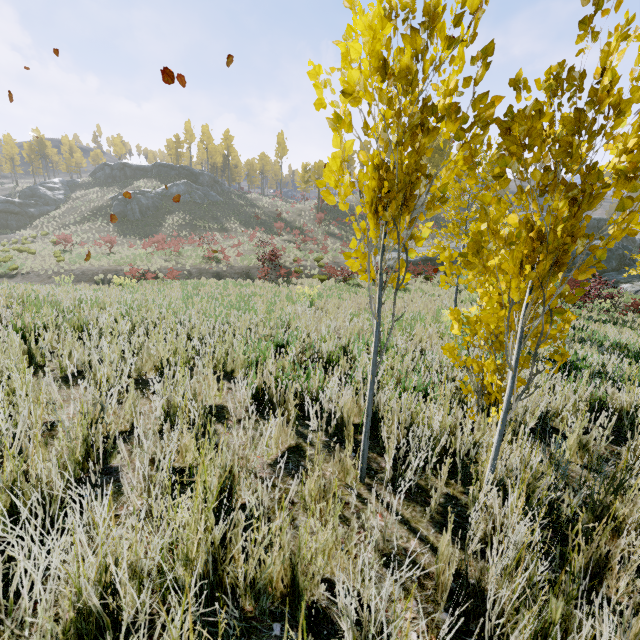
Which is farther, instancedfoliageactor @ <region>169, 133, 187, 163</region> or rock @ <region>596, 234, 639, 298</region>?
instancedfoliageactor @ <region>169, 133, 187, 163</region>

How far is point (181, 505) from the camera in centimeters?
124cm

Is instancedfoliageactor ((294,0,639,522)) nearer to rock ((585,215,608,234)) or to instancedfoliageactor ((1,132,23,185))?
rock ((585,215,608,234))

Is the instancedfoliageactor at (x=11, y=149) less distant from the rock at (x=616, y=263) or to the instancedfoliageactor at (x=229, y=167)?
the rock at (x=616, y=263)

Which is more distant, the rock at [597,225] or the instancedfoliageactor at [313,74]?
the rock at [597,225]

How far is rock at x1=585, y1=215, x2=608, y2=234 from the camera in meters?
38.7 m

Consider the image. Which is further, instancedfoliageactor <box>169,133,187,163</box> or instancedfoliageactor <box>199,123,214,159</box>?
instancedfoliageactor <box>199,123,214,159</box>

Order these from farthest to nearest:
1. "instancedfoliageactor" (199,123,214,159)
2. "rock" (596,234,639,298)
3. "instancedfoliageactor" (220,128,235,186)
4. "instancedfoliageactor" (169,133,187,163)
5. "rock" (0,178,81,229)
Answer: "instancedfoliageactor" (199,123,214,159)
"instancedfoliageactor" (169,133,187,163)
"instancedfoliageactor" (220,128,235,186)
"rock" (0,178,81,229)
"rock" (596,234,639,298)
